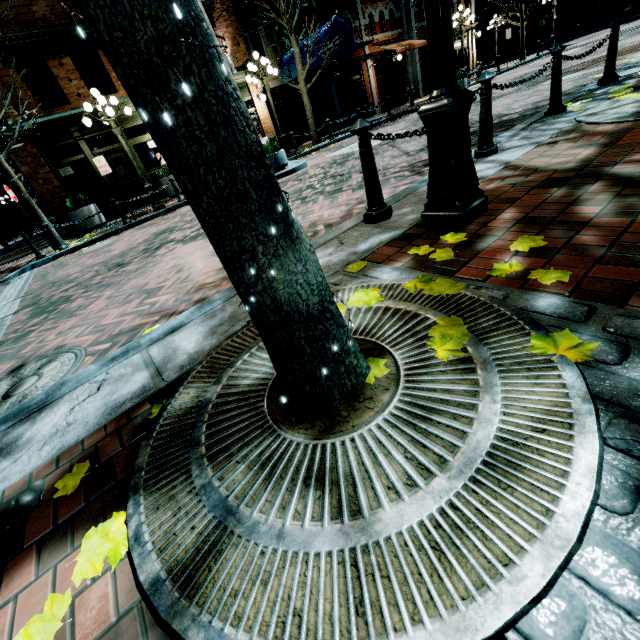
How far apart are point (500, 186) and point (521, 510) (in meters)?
3.02

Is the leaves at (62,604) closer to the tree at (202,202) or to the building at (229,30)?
the tree at (202,202)

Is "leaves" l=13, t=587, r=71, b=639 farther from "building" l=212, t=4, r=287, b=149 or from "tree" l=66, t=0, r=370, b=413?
"building" l=212, t=4, r=287, b=149

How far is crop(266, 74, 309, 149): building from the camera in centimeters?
1686cm

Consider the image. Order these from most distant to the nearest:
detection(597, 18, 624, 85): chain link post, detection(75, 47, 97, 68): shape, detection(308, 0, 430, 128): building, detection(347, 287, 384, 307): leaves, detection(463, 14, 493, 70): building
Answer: detection(463, 14, 493, 70): building → detection(308, 0, 430, 128): building → detection(75, 47, 97, 68): shape → detection(597, 18, 624, 85): chain link post → detection(347, 287, 384, 307): leaves

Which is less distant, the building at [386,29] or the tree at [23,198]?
the tree at [23,198]

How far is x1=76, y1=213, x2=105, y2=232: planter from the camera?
12.64m

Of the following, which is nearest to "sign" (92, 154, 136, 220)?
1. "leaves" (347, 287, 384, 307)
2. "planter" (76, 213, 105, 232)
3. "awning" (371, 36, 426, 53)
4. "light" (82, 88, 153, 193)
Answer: "light" (82, 88, 153, 193)
